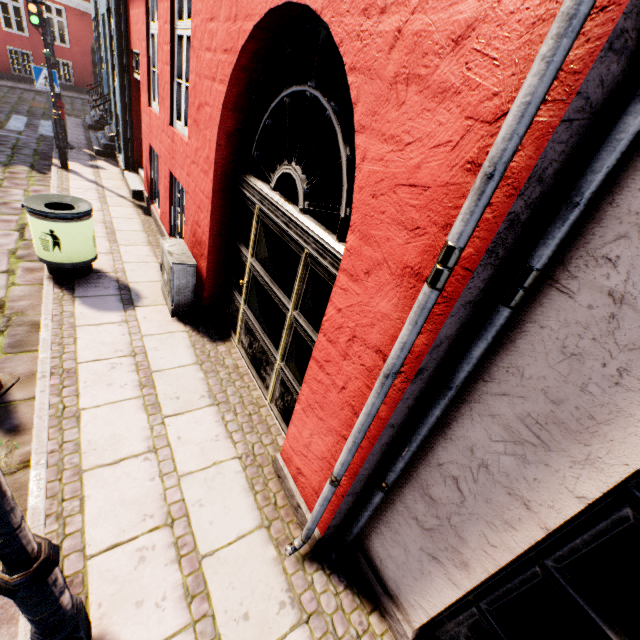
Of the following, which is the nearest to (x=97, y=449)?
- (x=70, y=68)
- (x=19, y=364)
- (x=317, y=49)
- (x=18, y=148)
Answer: (x=19, y=364)

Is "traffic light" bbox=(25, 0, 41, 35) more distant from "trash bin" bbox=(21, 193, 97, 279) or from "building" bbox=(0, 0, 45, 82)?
"trash bin" bbox=(21, 193, 97, 279)

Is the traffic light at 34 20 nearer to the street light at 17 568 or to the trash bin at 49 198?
the trash bin at 49 198

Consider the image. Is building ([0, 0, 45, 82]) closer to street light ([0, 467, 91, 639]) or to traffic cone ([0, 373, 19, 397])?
street light ([0, 467, 91, 639])

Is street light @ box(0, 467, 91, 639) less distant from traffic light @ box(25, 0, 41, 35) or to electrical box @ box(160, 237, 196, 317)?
electrical box @ box(160, 237, 196, 317)

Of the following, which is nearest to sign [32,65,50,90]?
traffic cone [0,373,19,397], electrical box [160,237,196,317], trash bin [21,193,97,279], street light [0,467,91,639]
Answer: trash bin [21,193,97,279]

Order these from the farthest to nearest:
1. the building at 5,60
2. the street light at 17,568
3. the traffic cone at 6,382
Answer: the building at 5,60 < the traffic cone at 6,382 < the street light at 17,568
